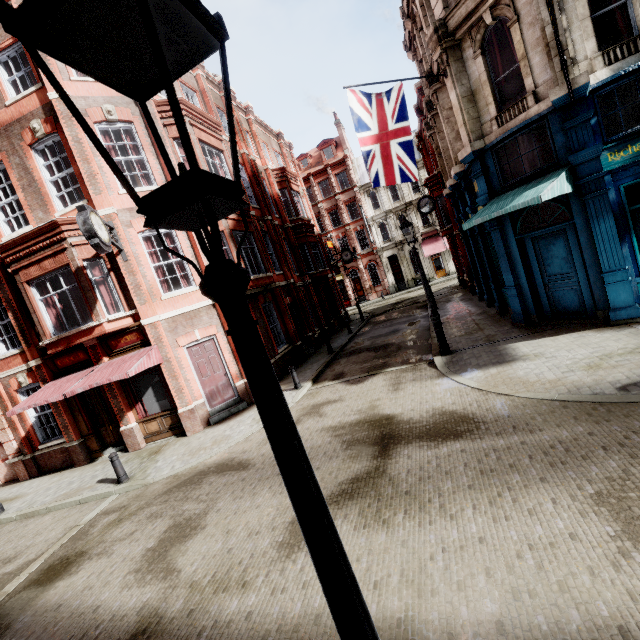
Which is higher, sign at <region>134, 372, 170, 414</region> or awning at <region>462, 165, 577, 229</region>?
awning at <region>462, 165, 577, 229</region>

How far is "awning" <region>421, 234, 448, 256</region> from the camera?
36.7m

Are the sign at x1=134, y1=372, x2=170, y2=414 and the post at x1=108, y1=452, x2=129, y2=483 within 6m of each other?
yes

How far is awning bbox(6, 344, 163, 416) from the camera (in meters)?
10.23

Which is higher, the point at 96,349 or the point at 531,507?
the point at 96,349

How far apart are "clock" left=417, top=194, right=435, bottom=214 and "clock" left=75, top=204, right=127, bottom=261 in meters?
14.7

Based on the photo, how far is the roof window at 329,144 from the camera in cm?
4159

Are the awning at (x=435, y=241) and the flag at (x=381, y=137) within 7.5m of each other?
no
